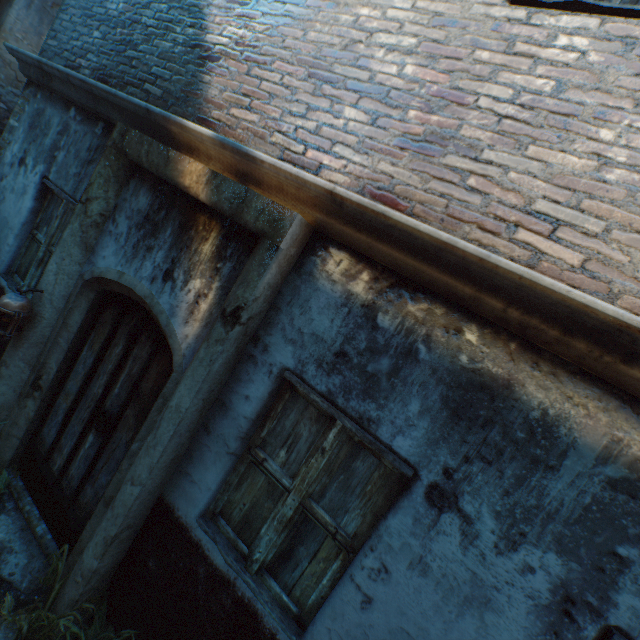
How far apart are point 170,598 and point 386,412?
2.14m

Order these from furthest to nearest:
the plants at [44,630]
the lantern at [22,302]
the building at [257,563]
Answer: the lantern at [22,302] < the plants at [44,630] < the building at [257,563]

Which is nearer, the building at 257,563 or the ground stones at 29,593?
the building at 257,563

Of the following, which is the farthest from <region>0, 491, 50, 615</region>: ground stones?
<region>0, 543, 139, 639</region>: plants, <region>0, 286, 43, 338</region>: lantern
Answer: <region>0, 286, 43, 338</region>: lantern

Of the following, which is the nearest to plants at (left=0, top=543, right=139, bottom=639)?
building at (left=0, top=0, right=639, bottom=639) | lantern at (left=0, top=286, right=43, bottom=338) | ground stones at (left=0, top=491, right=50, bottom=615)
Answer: ground stones at (left=0, top=491, right=50, bottom=615)

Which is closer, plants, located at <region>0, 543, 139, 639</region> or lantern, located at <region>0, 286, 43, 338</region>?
plants, located at <region>0, 543, 139, 639</region>

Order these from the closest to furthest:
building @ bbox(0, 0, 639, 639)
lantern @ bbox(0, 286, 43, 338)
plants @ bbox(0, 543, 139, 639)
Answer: building @ bbox(0, 0, 639, 639) → plants @ bbox(0, 543, 139, 639) → lantern @ bbox(0, 286, 43, 338)

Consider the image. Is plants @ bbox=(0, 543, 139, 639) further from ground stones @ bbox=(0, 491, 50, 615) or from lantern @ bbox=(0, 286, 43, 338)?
lantern @ bbox=(0, 286, 43, 338)
